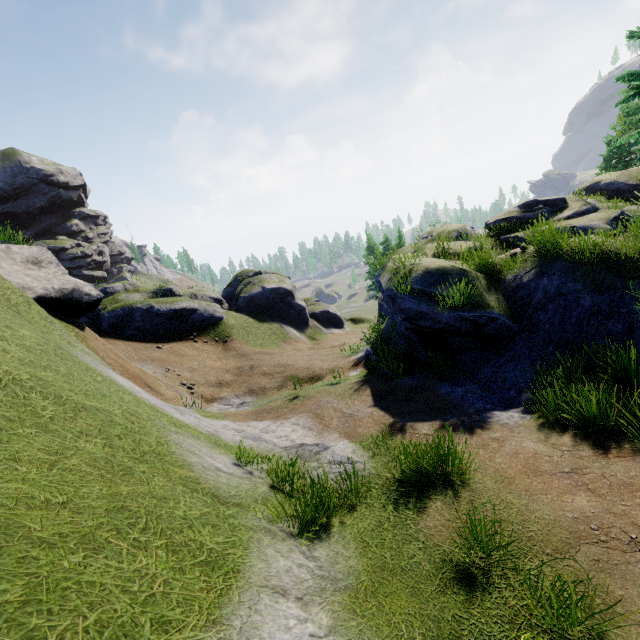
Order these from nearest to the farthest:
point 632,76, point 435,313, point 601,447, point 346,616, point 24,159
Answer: point 346,616 < point 601,447 < point 435,313 < point 632,76 < point 24,159

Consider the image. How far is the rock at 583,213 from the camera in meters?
13.3 m

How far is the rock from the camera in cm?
1331
